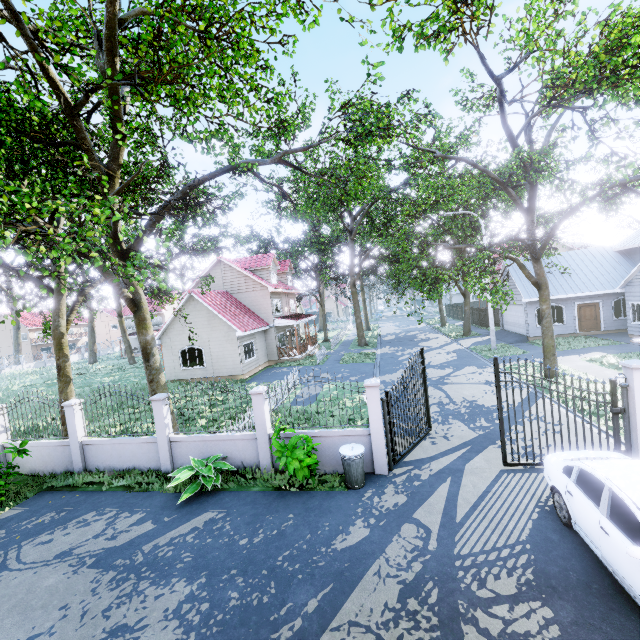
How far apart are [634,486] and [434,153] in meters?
31.6 m

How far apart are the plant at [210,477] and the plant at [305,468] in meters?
1.3 m

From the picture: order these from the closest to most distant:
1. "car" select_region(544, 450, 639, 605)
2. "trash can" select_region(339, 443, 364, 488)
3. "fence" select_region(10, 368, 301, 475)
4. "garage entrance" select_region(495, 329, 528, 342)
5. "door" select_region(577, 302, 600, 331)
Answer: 1. "car" select_region(544, 450, 639, 605)
2. "trash can" select_region(339, 443, 364, 488)
3. "fence" select_region(10, 368, 301, 475)
4. "door" select_region(577, 302, 600, 331)
5. "garage entrance" select_region(495, 329, 528, 342)

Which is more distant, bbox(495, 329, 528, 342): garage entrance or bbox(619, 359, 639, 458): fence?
bbox(495, 329, 528, 342): garage entrance

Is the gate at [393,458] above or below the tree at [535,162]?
below

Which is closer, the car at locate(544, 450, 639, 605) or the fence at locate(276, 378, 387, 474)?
the car at locate(544, 450, 639, 605)

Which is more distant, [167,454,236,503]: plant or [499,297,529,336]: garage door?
[499,297,529,336]: garage door

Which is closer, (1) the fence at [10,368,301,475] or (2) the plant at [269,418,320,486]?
(2) the plant at [269,418,320,486]
